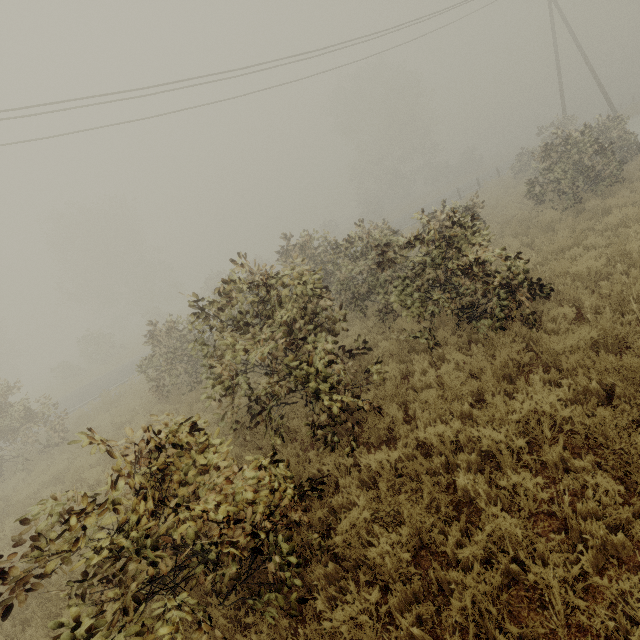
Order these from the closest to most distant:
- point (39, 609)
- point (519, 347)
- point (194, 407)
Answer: point (39, 609) → point (519, 347) → point (194, 407)
